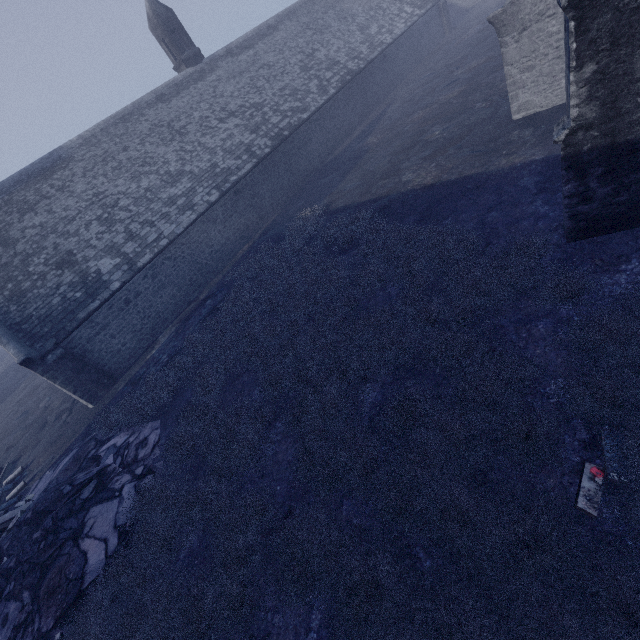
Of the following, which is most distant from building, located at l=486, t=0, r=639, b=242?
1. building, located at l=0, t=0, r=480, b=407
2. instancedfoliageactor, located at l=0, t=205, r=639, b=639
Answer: building, located at l=0, t=0, r=480, b=407

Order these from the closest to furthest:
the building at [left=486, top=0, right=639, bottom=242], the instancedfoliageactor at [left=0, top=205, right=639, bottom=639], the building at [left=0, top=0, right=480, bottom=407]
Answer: the instancedfoliageactor at [left=0, top=205, right=639, bottom=639]
the building at [left=486, top=0, right=639, bottom=242]
the building at [left=0, top=0, right=480, bottom=407]

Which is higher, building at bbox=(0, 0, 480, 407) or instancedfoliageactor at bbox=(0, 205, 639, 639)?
building at bbox=(0, 0, 480, 407)

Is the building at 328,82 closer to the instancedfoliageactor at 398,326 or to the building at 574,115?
the instancedfoliageactor at 398,326

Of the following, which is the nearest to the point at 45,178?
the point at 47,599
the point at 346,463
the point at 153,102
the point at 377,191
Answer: the point at 153,102

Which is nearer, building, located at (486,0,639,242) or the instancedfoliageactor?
the instancedfoliageactor
